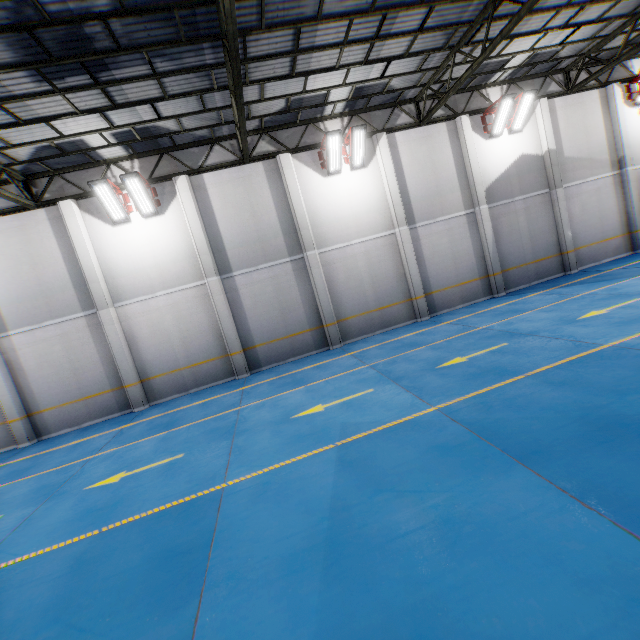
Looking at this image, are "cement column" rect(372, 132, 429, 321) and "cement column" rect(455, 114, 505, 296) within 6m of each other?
yes

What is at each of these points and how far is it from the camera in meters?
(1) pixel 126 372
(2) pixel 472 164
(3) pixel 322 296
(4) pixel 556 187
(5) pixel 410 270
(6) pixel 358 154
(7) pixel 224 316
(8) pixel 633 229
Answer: (1) cement column, 12.0 m
(2) cement column, 13.9 m
(3) cement column, 13.1 m
(4) cement column, 14.7 m
(5) cement column, 13.7 m
(6) light, 12.7 m
(7) cement column, 12.5 m
(8) cement column, 15.7 m

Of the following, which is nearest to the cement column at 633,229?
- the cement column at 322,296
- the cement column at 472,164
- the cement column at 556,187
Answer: the cement column at 556,187

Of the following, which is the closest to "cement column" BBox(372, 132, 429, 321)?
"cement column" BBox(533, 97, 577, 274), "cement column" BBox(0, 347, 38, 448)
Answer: "cement column" BBox(533, 97, 577, 274)

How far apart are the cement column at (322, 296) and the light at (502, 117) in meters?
8.6

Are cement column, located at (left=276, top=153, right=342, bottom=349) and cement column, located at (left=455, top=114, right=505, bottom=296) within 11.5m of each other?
yes

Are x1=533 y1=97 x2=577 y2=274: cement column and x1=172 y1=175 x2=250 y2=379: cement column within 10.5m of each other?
no

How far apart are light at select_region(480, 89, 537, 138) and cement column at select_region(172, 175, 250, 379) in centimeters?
1260cm
